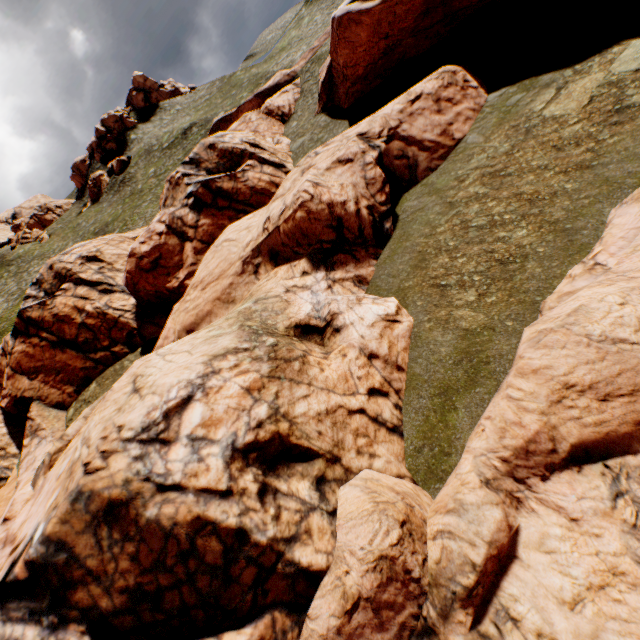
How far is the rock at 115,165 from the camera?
56.9m

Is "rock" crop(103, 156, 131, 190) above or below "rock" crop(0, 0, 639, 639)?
above

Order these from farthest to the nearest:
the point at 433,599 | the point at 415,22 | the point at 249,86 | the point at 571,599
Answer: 1. the point at 249,86
2. the point at 415,22
3. the point at 433,599
4. the point at 571,599

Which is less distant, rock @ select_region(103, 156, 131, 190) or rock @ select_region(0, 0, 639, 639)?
rock @ select_region(0, 0, 639, 639)

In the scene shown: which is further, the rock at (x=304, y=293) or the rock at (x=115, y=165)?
the rock at (x=115, y=165)

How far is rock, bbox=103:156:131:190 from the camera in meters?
56.9
